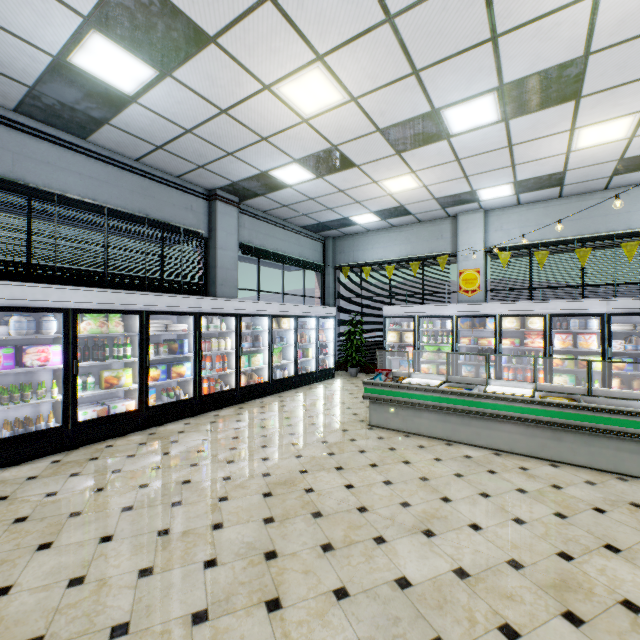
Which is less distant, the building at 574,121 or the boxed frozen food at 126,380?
the building at 574,121

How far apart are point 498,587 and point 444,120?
5.8m

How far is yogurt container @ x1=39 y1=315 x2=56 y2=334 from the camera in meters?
4.3

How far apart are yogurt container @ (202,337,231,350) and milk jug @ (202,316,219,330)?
0.16m

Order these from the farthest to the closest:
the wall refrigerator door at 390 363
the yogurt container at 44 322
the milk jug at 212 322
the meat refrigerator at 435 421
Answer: the wall refrigerator door at 390 363, the milk jug at 212 322, the yogurt container at 44 322, the meat refrigerator at 435 421

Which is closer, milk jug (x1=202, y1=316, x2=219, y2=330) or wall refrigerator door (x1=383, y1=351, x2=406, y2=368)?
milk jug (x1=202, y1=316, x2=219, y2=330)

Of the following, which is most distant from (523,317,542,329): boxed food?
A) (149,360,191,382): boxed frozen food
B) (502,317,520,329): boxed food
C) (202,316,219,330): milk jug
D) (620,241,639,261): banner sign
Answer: (149,360,191,382): boxed frozen food

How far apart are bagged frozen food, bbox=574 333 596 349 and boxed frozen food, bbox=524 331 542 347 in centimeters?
63cm
